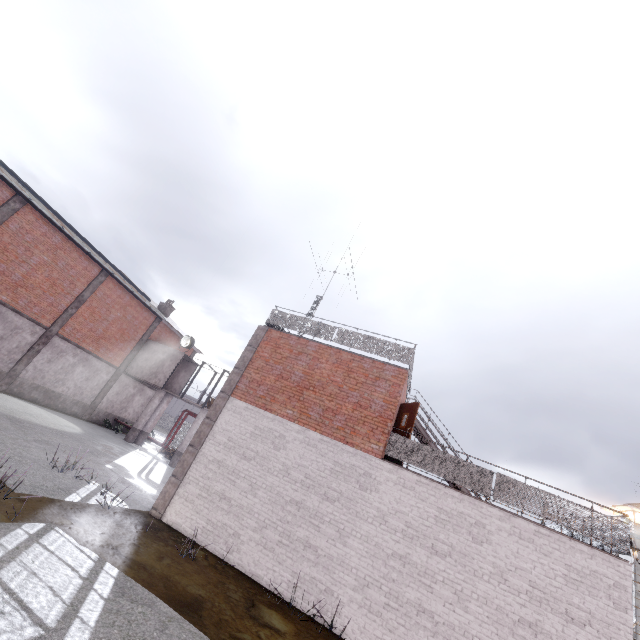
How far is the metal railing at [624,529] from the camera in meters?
7.9 m

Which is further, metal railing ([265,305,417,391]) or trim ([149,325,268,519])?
metal railing ([265,305,417,391])

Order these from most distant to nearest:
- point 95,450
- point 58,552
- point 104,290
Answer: point 104,290 → point 95,450 → point 58,552

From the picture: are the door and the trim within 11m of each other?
yes

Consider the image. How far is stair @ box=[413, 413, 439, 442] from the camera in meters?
13.8

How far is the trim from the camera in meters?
10.1

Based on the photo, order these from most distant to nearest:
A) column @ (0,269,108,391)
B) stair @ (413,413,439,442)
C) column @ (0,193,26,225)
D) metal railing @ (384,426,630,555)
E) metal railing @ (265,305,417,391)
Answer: column @ (0,269,108,391) < column @ (0,193,26,225) < stair @ (413,413,439,442) < metal railing @ (265,305,417,391) < metal railing @ (384,426,630,555)

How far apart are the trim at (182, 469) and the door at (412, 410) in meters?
5.6 m
